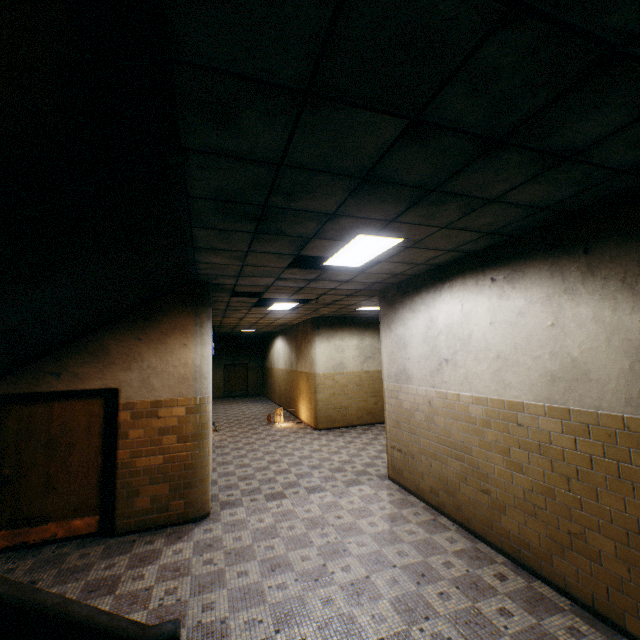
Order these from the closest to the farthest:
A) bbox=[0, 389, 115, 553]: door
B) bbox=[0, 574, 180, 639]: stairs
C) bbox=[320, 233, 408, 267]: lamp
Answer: bbox=[0, 574, 180, 639]: stairs, bbox=[320, 233, 408, 267]: lamp, bbox=[0, 389, 115, 553]: door

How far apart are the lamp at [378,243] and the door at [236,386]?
18.5 meters

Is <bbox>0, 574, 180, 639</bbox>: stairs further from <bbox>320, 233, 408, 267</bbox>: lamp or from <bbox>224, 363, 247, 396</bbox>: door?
<bbox>224, 363, 247, 396</bbox>: door

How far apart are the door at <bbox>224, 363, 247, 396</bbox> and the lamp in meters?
18.5

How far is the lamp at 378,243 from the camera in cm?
387

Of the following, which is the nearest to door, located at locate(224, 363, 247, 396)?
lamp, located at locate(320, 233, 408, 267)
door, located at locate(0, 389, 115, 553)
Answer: door, located at locate(0, 389, 115, 553)

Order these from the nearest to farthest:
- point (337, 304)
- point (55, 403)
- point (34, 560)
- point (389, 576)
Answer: point (389, 576)
point (34, 560)
point (55, 403)
point (337, 304)
